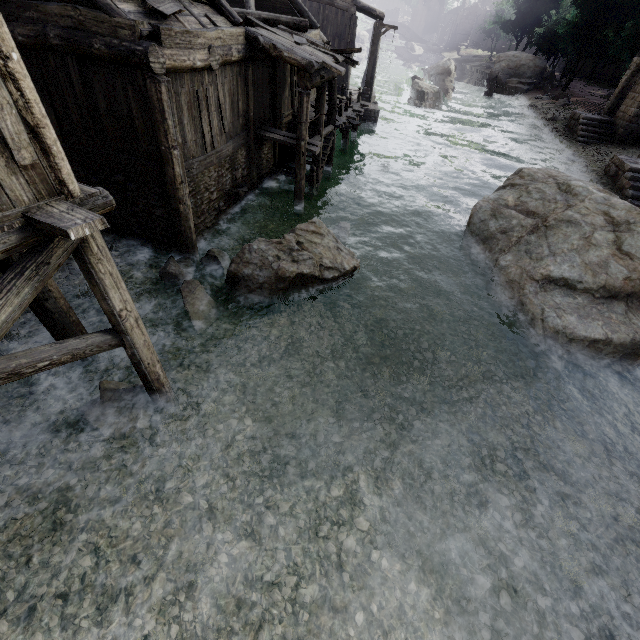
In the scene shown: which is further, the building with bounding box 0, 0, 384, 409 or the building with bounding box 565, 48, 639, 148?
the building with bounding box 565, 48, 639, 148

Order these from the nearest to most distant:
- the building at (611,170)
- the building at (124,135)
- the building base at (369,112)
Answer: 1. the building at (124,135)
2. the building at (611,170)
3. the building base at (369,112)

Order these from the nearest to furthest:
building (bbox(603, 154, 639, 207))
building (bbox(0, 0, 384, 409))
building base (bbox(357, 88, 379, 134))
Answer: building (bbox(0, 0, 384, 409))
building (bbox(603, 154, 639, 207))
building base (bbox(357, 88, 379, 134))

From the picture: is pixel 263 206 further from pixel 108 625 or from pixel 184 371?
pixel 108 625

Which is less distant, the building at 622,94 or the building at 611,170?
the building at 611,170

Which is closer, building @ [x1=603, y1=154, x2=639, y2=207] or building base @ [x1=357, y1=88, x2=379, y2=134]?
building @ [x1=603, y1=154, x2=639, y2=207]

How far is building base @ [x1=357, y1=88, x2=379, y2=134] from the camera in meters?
23.7
